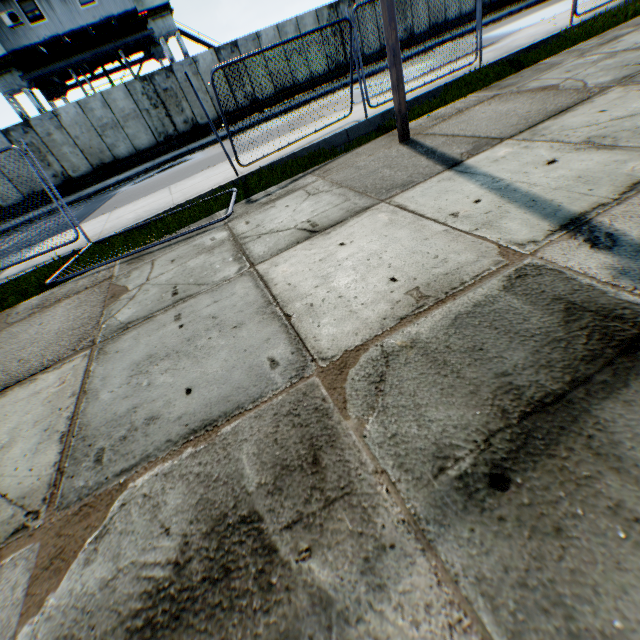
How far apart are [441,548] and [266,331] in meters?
2.0

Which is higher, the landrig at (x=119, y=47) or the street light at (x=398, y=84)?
the landrig at (x=119, y=47)

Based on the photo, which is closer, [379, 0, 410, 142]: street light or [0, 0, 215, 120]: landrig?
[379, 0, 410, 142]: street light

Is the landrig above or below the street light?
above

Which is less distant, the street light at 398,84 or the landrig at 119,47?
the street light at 398,84
